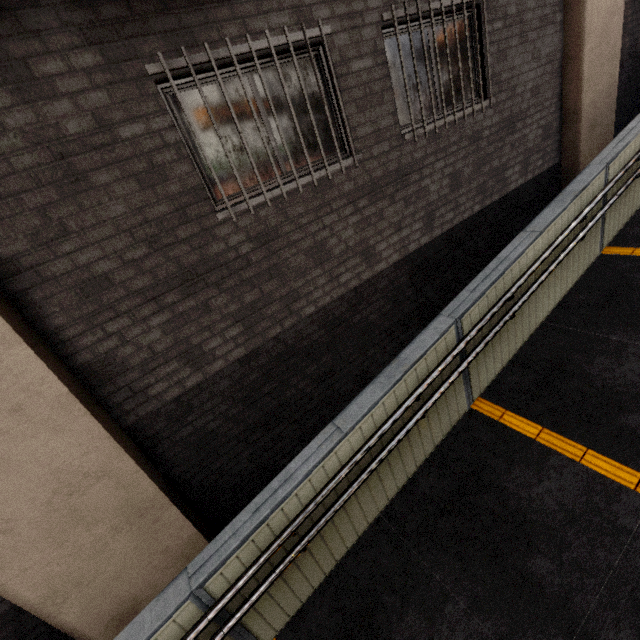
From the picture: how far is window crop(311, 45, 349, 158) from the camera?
3.4 meters

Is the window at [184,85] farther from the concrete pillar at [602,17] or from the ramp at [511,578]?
the concrete pillar at [602,17]

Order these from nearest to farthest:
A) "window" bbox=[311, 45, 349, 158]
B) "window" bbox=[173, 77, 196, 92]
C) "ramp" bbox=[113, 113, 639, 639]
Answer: "ramp" bbox=[113, 113, 639, 639]
"window" bbox=[173, 77, 196, 92]
"window" bbox=[311, 45, 349, 158]

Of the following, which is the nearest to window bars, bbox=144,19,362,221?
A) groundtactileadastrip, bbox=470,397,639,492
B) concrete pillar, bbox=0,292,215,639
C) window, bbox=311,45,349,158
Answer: window, bbox=311,45,349,158

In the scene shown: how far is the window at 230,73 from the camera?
3.0m

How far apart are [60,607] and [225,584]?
1.93m

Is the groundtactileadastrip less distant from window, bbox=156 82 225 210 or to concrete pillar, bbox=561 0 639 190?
window, bbox=156 82 225 210
